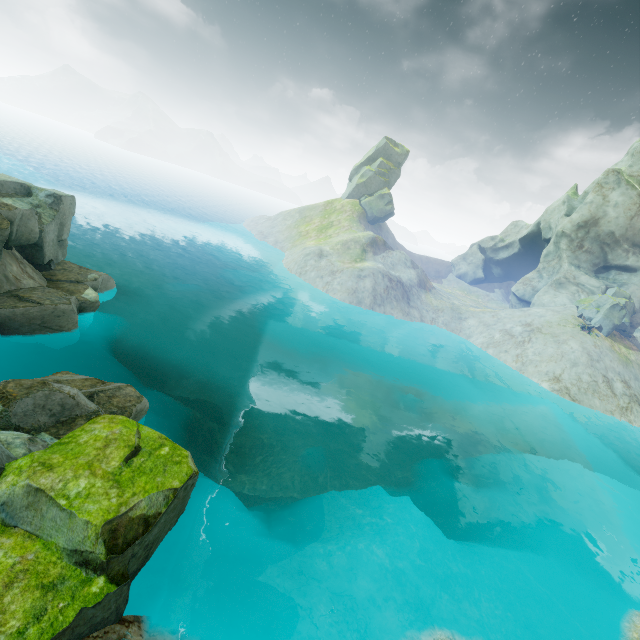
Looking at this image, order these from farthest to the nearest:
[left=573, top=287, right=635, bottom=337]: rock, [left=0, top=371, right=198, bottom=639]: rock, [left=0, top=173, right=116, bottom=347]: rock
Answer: [left=573, top=287, right=635, bottom=337]: rock < [left=0, top=173, right=116, bottom=347]: rock < [left=0, top=371, right=198, bottom=639]: rock

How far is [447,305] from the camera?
46.1m

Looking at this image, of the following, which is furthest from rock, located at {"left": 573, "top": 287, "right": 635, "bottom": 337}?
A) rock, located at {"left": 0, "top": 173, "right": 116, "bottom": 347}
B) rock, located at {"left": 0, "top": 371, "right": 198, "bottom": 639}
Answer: rock, located at {"left": 0, "top": 173, "right": 116, "bottom": 347}

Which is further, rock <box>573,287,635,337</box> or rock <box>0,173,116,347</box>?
rock <box>573,287,635,337</box>

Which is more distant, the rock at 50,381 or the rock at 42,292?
the rock at 42,292

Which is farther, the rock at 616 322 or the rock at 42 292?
the rock at 616 322

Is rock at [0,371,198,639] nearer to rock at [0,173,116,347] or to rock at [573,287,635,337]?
rock at [0,173,116,347]
